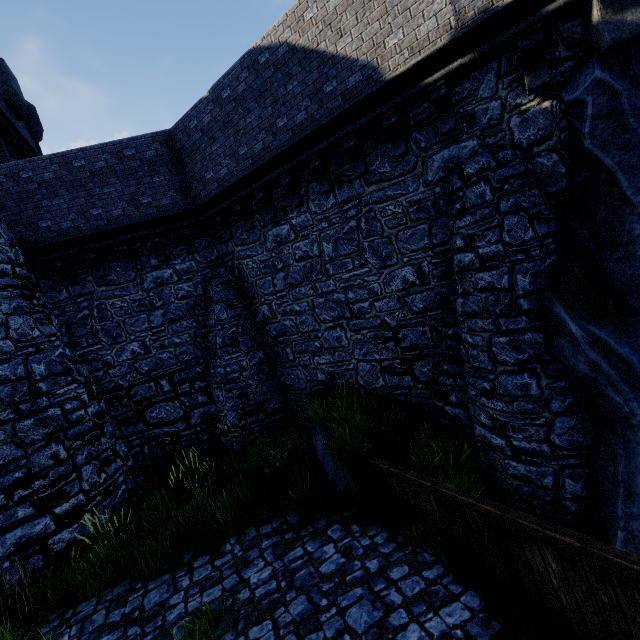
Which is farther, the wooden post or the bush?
the bush

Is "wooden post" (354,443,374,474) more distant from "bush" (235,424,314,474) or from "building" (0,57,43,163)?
"building" (0,57,43,163)

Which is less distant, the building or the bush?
the bush

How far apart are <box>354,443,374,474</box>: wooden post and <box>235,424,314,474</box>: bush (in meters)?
1.97

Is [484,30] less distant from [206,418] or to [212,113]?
[212,113]

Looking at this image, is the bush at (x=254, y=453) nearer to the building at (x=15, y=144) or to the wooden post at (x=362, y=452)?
the wooden post at (x=362, y=452)

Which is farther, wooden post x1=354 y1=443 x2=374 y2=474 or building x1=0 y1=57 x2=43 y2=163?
building x1=0 y1=57 x2=43 y2=163

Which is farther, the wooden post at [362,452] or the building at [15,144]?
the building at [15,144]
